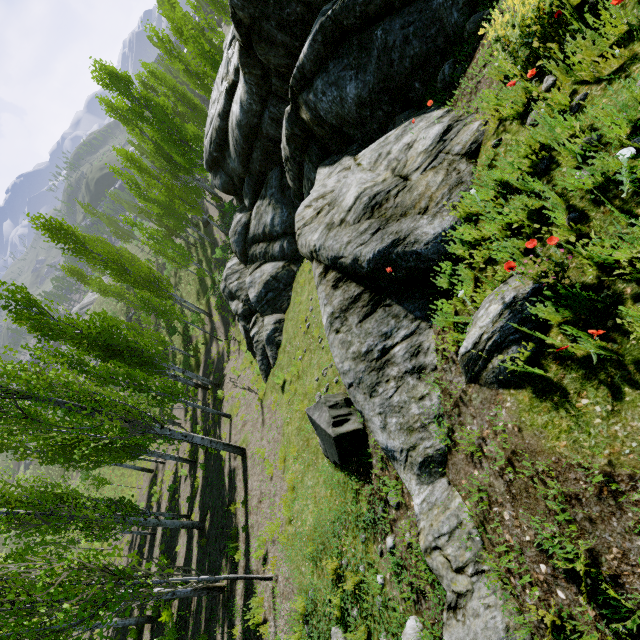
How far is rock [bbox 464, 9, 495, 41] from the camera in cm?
532

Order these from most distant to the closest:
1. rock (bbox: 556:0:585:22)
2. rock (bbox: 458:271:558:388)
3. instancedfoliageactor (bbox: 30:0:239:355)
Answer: instancedfoliageactor (bbox: 30:0:239:355)
rock (bbox: 556:0:585:22)
rock (bbox: 458:271:558:388)

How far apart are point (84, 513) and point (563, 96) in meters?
15.4 m

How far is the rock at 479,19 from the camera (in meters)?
5.32

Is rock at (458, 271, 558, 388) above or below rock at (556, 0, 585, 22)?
below

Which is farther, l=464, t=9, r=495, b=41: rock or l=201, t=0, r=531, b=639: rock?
l=464, t=9, r=495, b=41: rock
